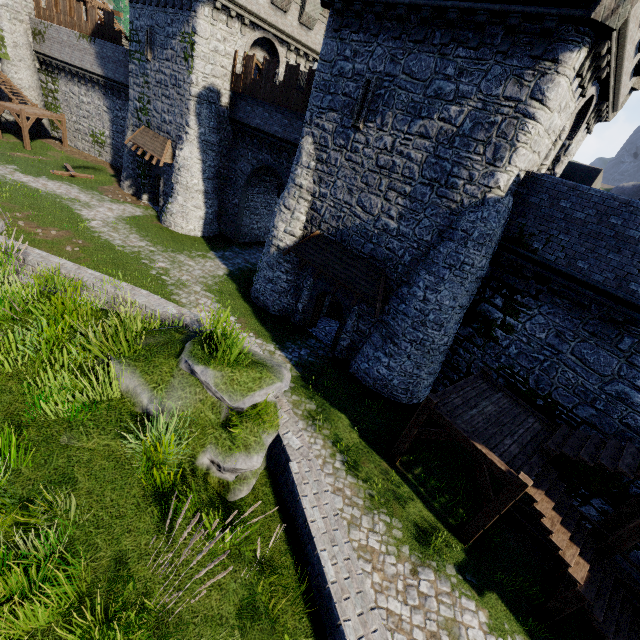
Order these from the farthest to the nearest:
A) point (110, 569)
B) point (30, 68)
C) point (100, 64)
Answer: point (30, 68) → point (100, 64) → point (110, 569)

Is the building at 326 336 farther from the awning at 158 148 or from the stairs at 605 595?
the stairs at 605 595

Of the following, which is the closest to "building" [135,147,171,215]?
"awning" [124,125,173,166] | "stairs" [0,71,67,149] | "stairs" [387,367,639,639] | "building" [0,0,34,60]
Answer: "awning" [124,125,173,166]

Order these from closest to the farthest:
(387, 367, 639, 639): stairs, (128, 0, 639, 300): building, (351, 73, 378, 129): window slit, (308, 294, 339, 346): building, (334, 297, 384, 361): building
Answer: (387, 367, 639, 639): stairs
(128, 0, 639, 300): building
(351, 73, 378, 129): window slit
(334, 297, 384, 361): building
(308, 294, 339, 346): building

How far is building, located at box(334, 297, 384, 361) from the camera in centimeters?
1516cm

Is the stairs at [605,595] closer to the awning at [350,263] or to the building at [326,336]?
the awning at [350,263]

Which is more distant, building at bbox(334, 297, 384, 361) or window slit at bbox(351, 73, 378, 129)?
building at bbox(334, 297, 384, 361)

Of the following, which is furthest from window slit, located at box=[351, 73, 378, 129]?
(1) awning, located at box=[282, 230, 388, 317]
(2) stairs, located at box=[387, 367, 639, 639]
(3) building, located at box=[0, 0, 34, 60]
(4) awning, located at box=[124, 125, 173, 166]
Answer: (3) building, located at box=[0, 0, 34, 60]
